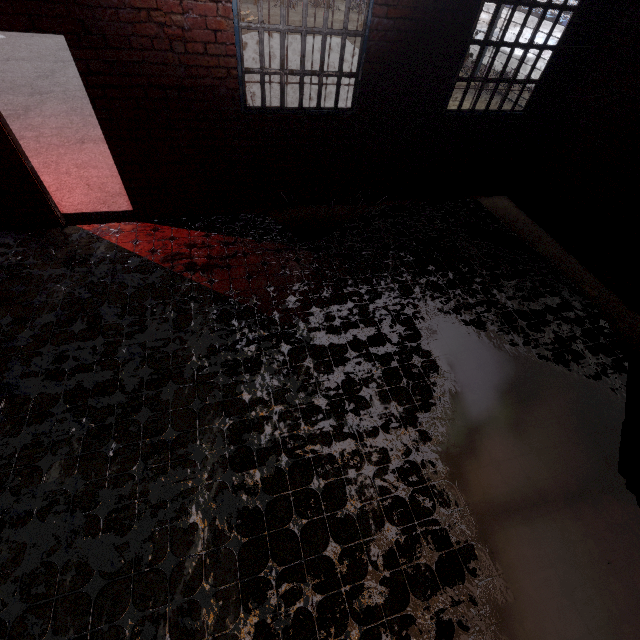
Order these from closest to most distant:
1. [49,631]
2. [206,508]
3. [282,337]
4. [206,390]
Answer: [49,631]
[206,508]
[206,390]
[282,337]
